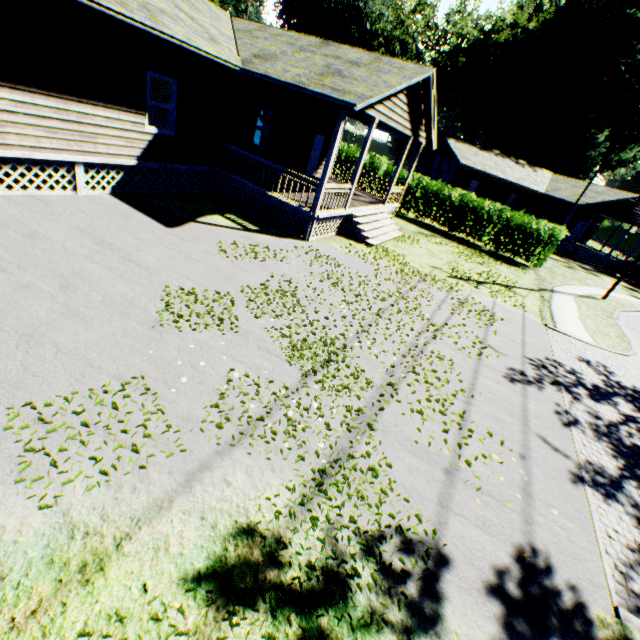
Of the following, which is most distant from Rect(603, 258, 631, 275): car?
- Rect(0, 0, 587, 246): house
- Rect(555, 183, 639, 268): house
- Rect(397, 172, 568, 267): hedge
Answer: Rect(0, 0, 587, 246): house

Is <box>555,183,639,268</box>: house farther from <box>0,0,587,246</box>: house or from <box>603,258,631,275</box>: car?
<box>0,0,587,246</box>: house

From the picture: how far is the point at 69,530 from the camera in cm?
298

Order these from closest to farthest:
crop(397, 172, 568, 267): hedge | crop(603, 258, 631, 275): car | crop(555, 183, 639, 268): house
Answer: crop(397, 172, 568, 267): hedge, crop(603, 258, 631, 275): car, crop(555, 183, 639, 268): house

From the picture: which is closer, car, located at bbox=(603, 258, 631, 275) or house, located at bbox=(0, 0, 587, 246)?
house, located at bbox=(0, 0, 587, 246)

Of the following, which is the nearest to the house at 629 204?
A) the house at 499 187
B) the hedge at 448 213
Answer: the hedge at 448 213

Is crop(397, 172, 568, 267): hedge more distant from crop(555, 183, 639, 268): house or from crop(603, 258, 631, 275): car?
crop(603, 258, 631, 275): car

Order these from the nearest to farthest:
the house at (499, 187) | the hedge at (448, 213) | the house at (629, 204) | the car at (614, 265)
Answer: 1. the house at (499, 187)
2. the hedge at (448, 213)
3. the car at (614, 265)
4. the house at (629, 204)
